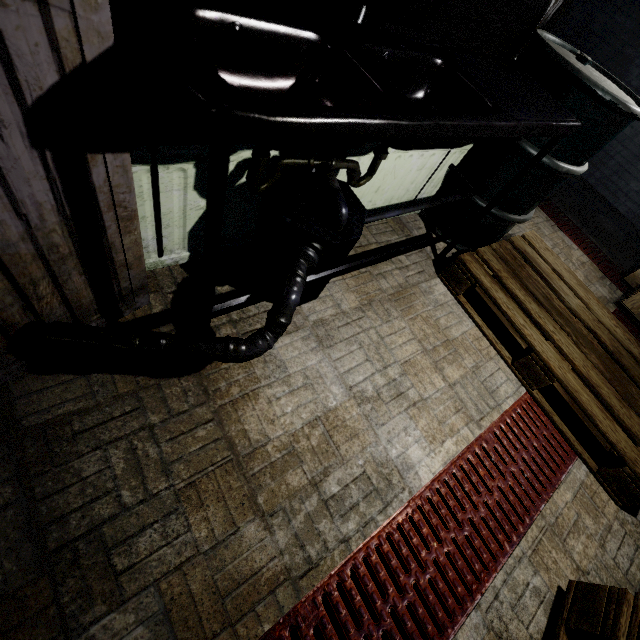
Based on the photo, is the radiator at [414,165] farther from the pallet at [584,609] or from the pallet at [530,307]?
the pallet at [584,609]

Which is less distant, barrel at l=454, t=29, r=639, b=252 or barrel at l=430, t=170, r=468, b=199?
barrel at l=454, t=29, r=639, b=252

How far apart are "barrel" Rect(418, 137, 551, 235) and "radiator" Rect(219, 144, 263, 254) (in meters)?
1.13

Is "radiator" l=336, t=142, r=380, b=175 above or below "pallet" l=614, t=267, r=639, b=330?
above

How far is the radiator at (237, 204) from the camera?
1.12m

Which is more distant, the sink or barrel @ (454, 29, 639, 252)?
barrel @ (454, 29, 639, 252)

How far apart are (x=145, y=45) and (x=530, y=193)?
2.0 meters

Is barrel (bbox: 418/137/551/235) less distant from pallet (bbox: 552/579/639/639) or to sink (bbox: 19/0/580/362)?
sink (bbox: 19/0/580/362)
